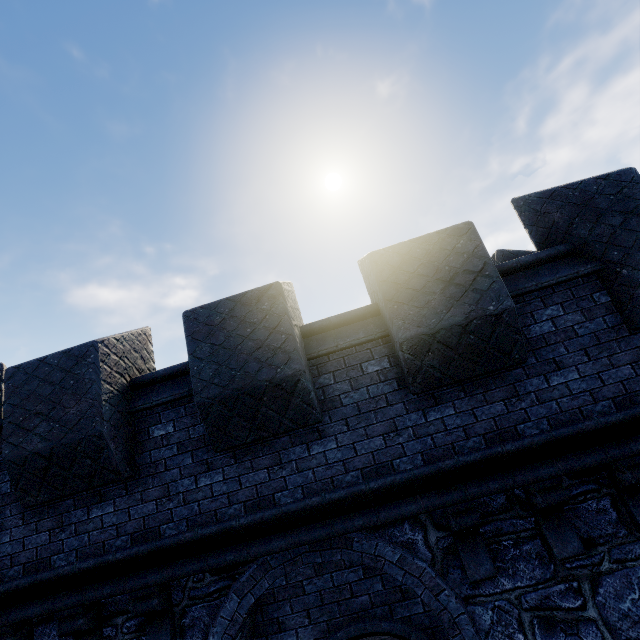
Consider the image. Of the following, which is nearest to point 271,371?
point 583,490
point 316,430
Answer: A: point 316,430
